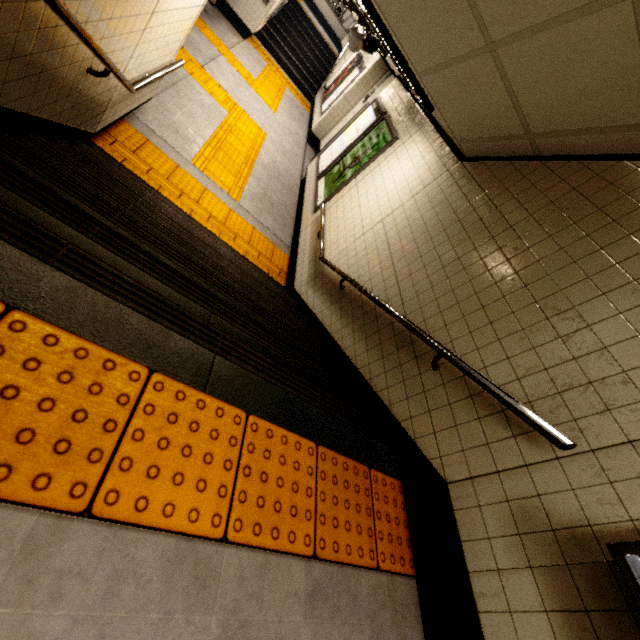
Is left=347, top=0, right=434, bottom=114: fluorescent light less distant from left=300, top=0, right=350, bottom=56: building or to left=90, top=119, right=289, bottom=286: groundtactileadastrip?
left=90, top=119, right=289, bottom=286: groundtactileadastrip

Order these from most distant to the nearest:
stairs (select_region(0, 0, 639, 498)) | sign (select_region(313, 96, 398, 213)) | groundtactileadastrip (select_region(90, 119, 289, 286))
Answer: sign (select_region(313, 96, 398, 213))
groundtactileadastrip (select_region(90, 119, 289, 286))
stairs (select_region(0, 0, 639, 498))

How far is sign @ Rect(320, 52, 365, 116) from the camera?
9.48m

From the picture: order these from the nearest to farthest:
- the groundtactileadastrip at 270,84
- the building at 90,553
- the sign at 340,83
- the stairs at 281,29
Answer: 1. the building at 90,553
2. the groundtactileadastrip at 270,84
3. the sign at 340,83
4. the stairs at 281,29

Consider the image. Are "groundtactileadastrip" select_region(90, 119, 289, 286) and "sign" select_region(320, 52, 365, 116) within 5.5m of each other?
no

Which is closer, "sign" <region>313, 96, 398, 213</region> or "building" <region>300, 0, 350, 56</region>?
"sign" <region>313, 96, 398, 213</region>

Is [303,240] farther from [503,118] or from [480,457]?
[480,457]

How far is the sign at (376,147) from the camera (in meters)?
5.23
